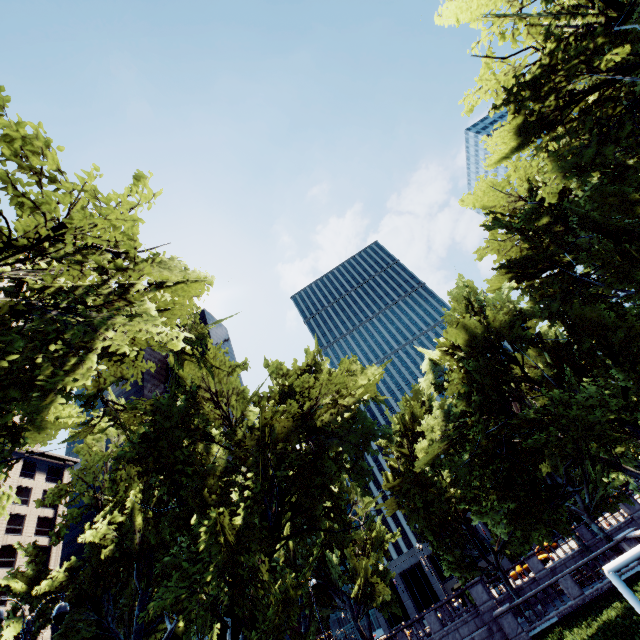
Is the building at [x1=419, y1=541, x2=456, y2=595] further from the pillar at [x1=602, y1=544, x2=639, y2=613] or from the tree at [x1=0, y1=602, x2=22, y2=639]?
the pillar at [x1=602, y1=544, x2=639, y2=613]

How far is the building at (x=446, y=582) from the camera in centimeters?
5569cm

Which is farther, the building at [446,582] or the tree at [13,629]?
the building at [446,582]

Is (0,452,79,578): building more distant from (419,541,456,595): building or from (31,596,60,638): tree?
(419,541,456,595): building

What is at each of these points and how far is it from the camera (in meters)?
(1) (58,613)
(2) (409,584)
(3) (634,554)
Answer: (1) light, 9.95
(2) building, 57.97
(3) pillar, 10.42

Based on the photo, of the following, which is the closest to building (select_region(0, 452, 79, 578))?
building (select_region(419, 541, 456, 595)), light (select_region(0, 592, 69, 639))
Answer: light (select_region(0, 592, 69, 639))

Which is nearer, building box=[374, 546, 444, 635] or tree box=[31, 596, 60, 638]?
tree box=[31, 596, 60, 638]

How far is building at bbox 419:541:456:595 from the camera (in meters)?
55.69
